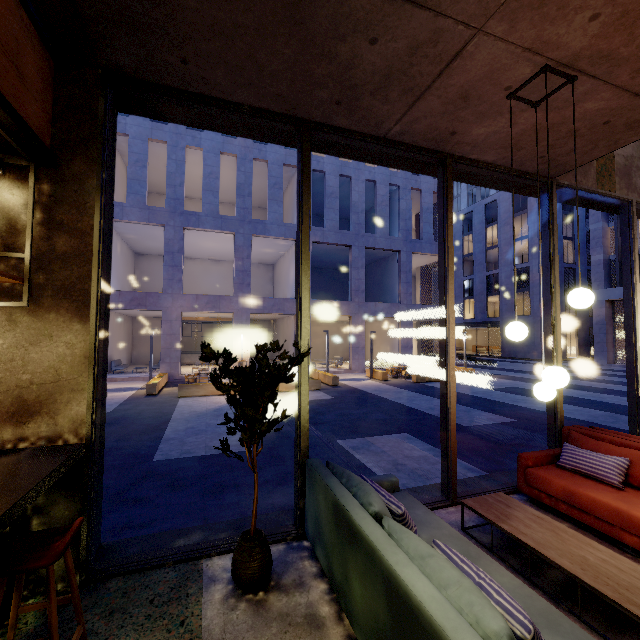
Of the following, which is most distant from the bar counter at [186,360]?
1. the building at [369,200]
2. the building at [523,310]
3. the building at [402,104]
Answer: the building at [523,310]

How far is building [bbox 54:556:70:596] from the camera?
2.66m

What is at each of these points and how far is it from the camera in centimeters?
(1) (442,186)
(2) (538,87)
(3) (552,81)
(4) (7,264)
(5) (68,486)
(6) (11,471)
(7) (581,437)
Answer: (1) window frame, 432cm
(2) building, 316cm
(3) building, 308cm
(4) building, 268cm
(5) building, 275cm
(6) bar counter, 220cm
(7) couch, 420cm

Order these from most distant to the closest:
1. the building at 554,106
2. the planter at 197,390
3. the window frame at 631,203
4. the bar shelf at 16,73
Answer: the planter at 197,390, the window frame at 631,203, the building at 554,106, the bar shelf at 16,73

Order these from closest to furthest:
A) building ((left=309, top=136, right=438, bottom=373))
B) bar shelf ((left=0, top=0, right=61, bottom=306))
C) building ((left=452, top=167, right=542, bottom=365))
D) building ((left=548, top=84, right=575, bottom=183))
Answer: bar shelf ((left=0, top=0, right=61, bottom=306)) → building ((left=548, top=84, right=575, bottom=183)) → building ((left=309, top=136, right=438, bottom=373)) → building ((left=452, top=167, right=542, bottom=365))

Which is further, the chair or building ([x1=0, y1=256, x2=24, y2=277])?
building ([x1=0, y1=256, x2=24, y2=277])

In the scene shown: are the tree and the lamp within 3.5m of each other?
yes
